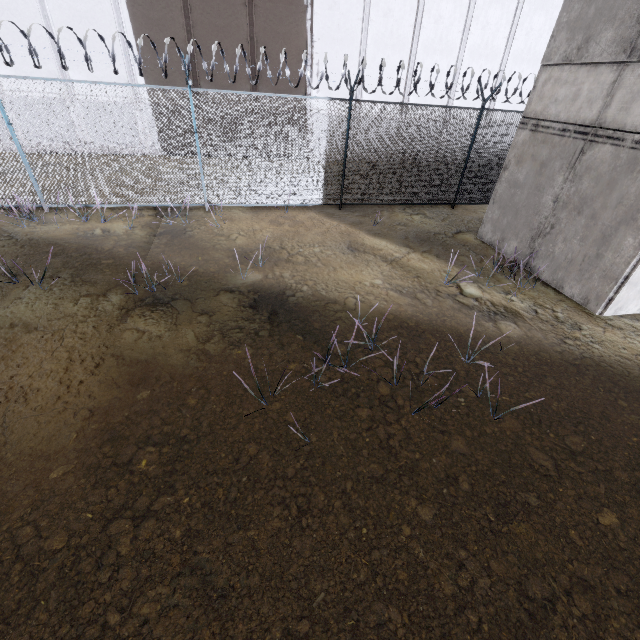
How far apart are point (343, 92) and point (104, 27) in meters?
9.9

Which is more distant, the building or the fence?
the fence

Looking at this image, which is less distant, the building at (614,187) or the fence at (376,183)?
the building at (614,187)
